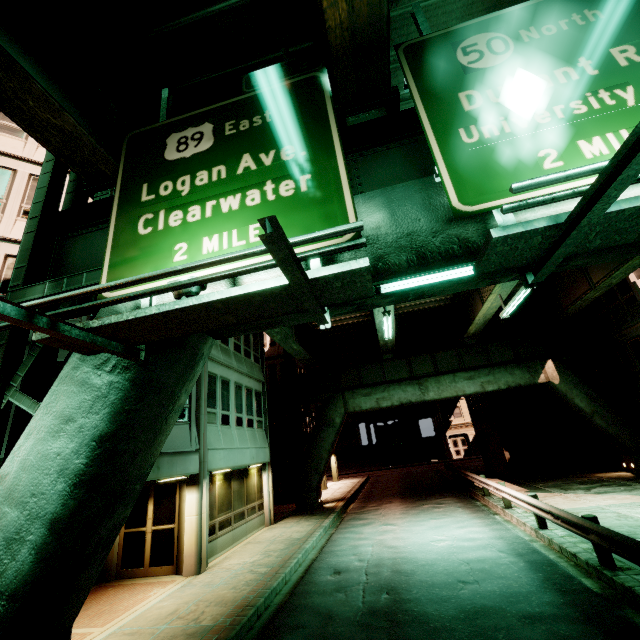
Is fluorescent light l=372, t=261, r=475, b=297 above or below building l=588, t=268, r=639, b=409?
below

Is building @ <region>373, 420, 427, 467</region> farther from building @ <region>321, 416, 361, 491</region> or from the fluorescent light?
the fluorescent light

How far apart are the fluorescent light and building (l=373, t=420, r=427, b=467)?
48.9 meters

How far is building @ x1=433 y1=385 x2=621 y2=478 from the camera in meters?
21.1 m

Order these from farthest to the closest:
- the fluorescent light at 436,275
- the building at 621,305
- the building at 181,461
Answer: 1. the building at 621,305
2. the building at 181,461
3. the fluorescent light at 436,275

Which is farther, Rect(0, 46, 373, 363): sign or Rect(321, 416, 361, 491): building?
Rect(321, 416, 361, 491): building

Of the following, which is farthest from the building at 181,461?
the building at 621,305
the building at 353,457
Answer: the building at 353,457

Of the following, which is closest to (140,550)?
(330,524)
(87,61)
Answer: (330,524)
